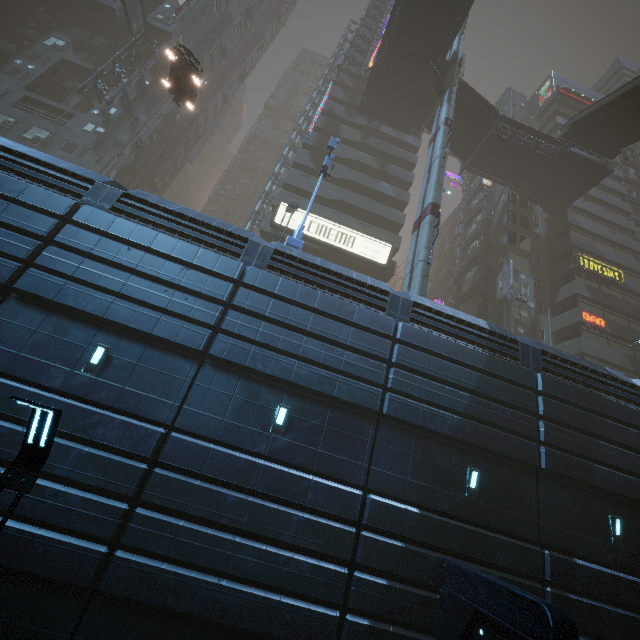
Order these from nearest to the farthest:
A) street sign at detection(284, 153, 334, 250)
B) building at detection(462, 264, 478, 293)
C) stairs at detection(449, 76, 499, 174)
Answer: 1. street sign at detection(284, 153, 334, 250)
2. stairs at detection(449, 76, 499, 174)
3. building at detection(462, 264, 478, 293)

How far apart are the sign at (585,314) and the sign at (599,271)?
4.3m

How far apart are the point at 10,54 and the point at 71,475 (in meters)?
44.67

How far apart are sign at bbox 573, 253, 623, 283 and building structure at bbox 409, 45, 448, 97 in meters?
19.4 m

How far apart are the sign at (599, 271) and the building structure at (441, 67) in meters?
19.4

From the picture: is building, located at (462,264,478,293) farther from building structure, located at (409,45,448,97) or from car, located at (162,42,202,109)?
building structure, located at (409,45,448,97)

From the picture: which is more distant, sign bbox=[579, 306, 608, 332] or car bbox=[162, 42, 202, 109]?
sign bbox=[579, 306, 608, 332]

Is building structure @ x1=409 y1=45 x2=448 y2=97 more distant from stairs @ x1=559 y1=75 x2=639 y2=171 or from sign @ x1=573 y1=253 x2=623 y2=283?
Answer: sign @ x1=573 y1=253 x2=623 y2=283
